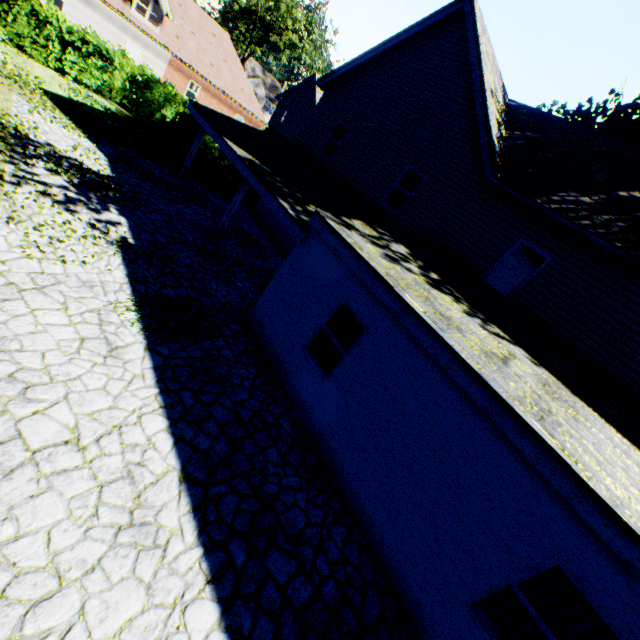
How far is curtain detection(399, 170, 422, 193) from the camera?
11.9 meters

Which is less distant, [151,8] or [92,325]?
[92,325]

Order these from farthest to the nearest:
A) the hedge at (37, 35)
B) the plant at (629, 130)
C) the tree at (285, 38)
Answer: the tree at (285, 38) < the plant at (629, 130) < the hedge at (37, 35)

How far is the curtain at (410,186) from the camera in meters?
11.9 m

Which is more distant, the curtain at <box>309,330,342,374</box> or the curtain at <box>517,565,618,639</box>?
the curtain at <box>309,330,342,374</box>

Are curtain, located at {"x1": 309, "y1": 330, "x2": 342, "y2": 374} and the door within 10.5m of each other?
no

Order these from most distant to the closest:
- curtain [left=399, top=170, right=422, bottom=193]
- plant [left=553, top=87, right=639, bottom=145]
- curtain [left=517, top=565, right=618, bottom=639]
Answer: plant [left=553, top=87, right=639, bottom=145]
curtain [left=399, top=170, right=422, bottom=193]
curtain [left=517, top=565, right=618, bottom=639]

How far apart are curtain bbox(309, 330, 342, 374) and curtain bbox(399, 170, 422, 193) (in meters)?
6.82
